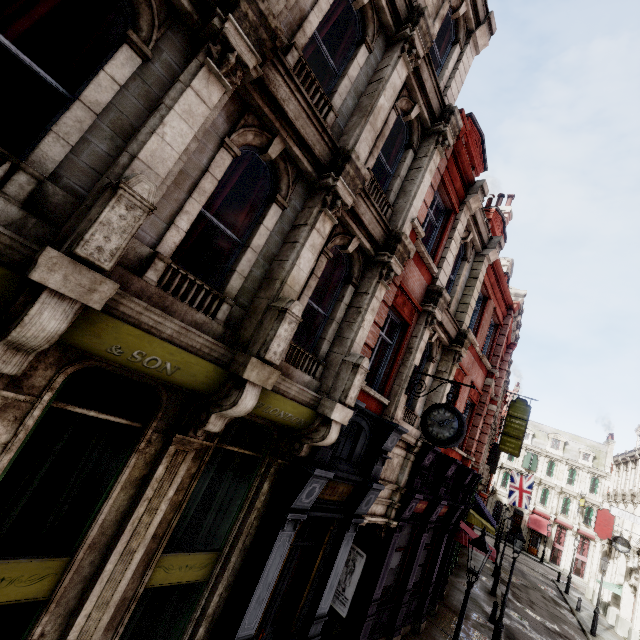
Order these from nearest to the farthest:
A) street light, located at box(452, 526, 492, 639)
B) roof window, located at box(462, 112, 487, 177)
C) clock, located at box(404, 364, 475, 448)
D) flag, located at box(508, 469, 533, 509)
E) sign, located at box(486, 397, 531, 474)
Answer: street light, located at box(452, 526, 492, 639) → clock, located at box(404, 364, 475, 448) → roof window, located at box(462, 112, 487, 177) → sign, located at box(486, 397, 531, 474) → flag, located at box(508, 469, 533, 509)

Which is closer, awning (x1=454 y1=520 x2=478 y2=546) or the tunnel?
the tunnel

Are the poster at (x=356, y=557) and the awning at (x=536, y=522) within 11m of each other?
no

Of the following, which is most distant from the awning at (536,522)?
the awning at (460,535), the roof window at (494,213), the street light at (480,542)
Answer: the street light at (480,542)

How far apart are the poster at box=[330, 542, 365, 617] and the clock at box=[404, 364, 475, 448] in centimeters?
469cm

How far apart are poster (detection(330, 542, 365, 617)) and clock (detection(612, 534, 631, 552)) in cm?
2617

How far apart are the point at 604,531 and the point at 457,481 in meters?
26.1

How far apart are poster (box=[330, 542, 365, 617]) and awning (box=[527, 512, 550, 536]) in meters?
48.1
